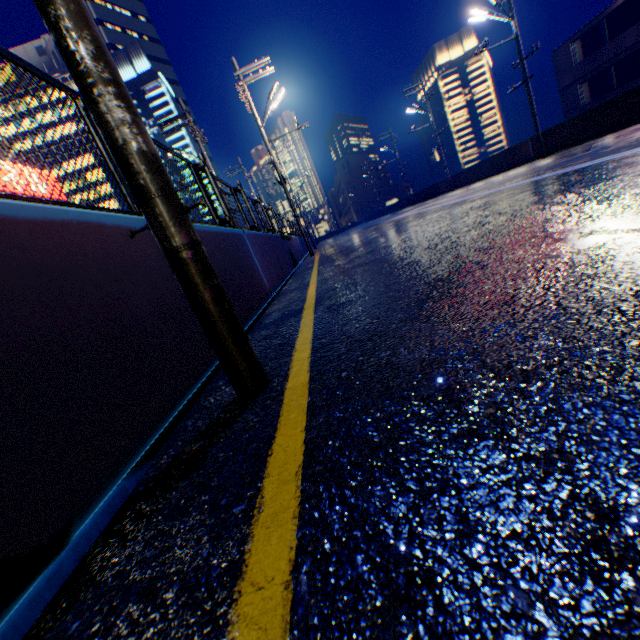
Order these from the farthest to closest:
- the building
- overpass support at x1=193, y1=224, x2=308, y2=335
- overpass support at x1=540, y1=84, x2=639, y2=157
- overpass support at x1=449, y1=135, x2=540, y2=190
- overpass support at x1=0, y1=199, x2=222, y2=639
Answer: the building → overpass support at x1=449, y1=135, x2=540, y2=190 → overpass support at x1=540, y1=84, x2=639, y2=157 → overpass support at x1=193, y1=224, x2=308, y2=335 → overpass support at x1=0, y1=199, x2=222, y2=639

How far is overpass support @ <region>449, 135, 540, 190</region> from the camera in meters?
18.2

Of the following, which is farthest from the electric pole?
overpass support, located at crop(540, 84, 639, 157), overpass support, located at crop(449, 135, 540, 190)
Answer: overpass support, located at crop(449, 135, 540, 190)

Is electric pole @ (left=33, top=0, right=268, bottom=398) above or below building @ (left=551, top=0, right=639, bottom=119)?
below

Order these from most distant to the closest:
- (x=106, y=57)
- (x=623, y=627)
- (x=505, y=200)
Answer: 1. (x=505, y=200)
2. (x=106, y=57)
3. (x=623, y=627)

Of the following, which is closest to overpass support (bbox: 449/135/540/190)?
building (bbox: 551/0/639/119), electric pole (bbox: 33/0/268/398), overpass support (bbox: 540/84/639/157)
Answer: overpass support (bbox: 540/84/639/157)

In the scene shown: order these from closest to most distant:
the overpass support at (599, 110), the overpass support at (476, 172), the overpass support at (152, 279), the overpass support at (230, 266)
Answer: the overpass support at (152, 279) → the overpass support at (230, 266) → the overpass support at (599, 110) → the overpass support at (476, 172)

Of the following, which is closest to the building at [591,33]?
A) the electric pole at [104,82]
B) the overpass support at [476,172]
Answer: the overpass support at [476,172]
